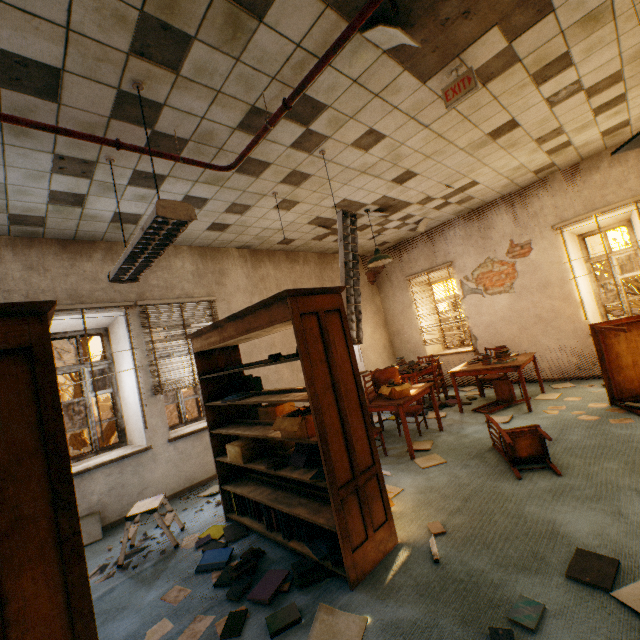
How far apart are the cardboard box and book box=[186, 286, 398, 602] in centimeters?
154cm

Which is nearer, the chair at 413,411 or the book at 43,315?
the book at 43,315

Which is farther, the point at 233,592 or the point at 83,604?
the point at 233,592

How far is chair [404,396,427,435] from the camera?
5.12m

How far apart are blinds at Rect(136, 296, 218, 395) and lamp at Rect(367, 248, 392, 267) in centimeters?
281cm

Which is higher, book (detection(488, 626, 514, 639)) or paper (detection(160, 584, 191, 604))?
book (detection(488, 626, 514, 639))

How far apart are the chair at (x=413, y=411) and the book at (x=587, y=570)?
2.92m

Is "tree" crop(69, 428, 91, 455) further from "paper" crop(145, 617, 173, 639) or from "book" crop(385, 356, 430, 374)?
"paper" crop(145, 617, 173, 639)
